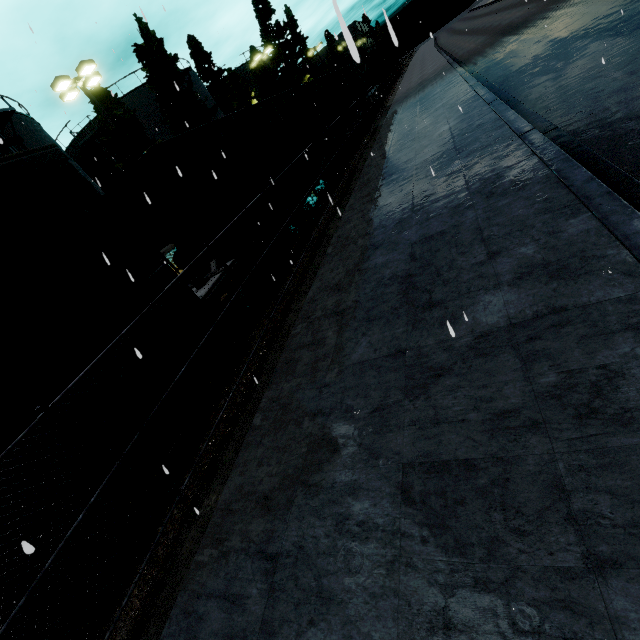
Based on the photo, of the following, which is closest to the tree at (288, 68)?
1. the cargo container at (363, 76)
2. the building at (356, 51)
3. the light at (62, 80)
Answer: the light at (62, 80)

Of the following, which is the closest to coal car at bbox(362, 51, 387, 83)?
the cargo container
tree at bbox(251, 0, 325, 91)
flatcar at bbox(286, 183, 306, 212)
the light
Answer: the cargo container

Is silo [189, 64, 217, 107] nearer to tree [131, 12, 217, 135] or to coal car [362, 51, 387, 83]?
tree [131, 12, 217, 135]

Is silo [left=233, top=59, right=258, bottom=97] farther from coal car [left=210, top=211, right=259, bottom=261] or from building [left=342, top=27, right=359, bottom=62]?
building [left=342, top=27, right=359, bottom=62]

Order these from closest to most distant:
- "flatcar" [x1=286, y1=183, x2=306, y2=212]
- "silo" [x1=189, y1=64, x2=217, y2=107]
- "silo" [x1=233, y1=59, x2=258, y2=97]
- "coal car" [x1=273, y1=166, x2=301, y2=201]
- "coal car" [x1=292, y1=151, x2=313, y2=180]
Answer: "coal car" [x1=273, y1=166, x2=301, y2=201] → "flatcar" [x1=286, y1=183, x2=306, y2=212] → "coal car" [x1=292, y1=151, x2=313, y2=180] → "silo" [x1=189, y1=64, x2=217, y2=107] → "silo" [x1=233, y1=59, x2=258, y2=97]

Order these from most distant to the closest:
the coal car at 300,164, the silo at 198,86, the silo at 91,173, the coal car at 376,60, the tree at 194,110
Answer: the coal car at 376,60 → the silo at 198,86 → the tree at 194,110 → the silo at 91,173 → the coal car at 300,164

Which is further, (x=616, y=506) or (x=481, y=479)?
(x=481, y=479)

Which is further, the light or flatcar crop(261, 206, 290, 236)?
the light
